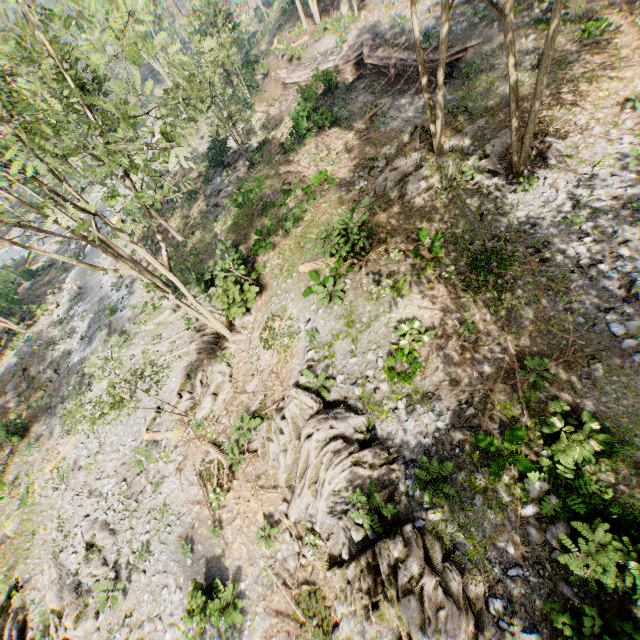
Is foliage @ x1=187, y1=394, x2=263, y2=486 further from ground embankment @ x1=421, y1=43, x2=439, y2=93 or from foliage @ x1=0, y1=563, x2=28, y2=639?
ground embankment @ x1=421, y1=43, x2=439, y2=93

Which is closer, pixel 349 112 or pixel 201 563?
pixel 201 563

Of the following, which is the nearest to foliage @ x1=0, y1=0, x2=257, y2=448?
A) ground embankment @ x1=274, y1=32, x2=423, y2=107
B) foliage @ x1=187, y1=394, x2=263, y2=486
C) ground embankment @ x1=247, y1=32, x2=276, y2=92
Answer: ground embankment @ x1=274, y1=32, x2=423, y2=107

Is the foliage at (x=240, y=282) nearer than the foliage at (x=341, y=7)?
Yes

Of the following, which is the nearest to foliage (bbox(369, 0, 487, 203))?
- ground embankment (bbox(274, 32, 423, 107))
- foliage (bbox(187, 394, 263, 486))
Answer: ground embankment (bbox(274, 32, 423, 107))

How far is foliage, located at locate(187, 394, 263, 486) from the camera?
14.92m

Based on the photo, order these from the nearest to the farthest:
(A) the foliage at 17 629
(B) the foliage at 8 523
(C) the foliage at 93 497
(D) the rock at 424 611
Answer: (D) the rock at 424 611
(A) the foliage at 17 629
(C) the foliage at 93 497
(B) the foliage at 8 523

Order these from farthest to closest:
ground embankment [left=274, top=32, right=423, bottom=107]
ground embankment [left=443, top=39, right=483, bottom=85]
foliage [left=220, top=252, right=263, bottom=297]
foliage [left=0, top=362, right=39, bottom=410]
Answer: foliage [left=0, top=362, right=39, bottom=410] < ground embankment [left=274, top=32, right=423, bottom=107] < ground embankment [left=443, top=39, right=483, bottom=85] < foliage [left=220, top=252, right=263, bottom=297]
